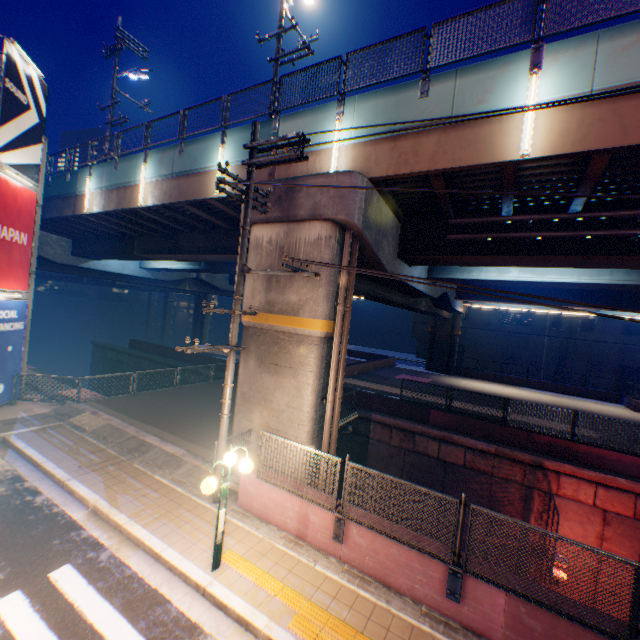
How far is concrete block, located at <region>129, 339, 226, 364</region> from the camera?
24.5m

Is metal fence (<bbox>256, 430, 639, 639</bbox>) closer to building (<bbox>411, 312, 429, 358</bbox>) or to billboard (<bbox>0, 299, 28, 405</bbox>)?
billboard (<bbox>0, 299, 28, 405</bbox>)

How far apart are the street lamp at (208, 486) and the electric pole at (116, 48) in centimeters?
2069cm

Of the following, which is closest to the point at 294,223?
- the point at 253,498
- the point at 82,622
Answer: the point at 253,498

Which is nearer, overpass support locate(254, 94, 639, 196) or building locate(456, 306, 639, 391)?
overpass support locate(254, 94, 639, 196)

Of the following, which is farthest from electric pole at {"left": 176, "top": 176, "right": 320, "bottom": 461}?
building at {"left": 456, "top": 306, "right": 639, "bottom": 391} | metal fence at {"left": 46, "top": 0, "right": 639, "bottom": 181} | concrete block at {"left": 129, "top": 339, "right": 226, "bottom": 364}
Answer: building at {"left": 456, "top": 306, "right": 639, "bottom": 391}

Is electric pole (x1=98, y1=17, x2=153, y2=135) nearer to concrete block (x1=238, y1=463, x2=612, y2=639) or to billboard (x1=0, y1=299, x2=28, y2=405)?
billboard (x1=0, y1=299, x2=28, y2=405)

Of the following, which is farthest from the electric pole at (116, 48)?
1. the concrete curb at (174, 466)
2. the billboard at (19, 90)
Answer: the concrete curb at (174, 466)
